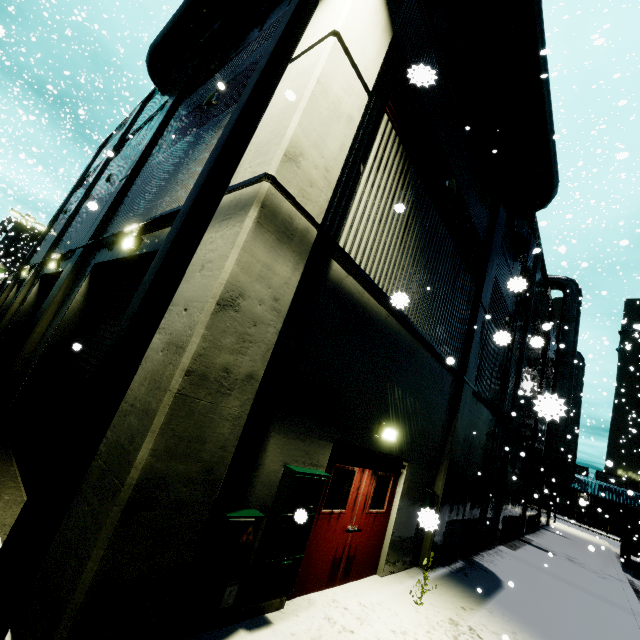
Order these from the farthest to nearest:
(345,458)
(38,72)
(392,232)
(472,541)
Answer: (38,72) < (472,541) < (392,232) < (345,458)

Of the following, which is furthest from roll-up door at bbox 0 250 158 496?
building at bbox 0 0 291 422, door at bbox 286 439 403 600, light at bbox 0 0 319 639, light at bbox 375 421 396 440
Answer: light at bbox 375 421 396 440

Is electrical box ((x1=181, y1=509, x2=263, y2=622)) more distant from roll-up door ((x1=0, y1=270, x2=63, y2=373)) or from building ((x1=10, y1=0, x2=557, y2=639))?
roll-up door ((x1=0, y1=270, x2=63, y2=373))

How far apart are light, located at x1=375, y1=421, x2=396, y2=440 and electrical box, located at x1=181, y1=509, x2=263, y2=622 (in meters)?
1.57

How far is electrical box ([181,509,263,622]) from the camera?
3.34m

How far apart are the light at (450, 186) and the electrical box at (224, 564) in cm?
675

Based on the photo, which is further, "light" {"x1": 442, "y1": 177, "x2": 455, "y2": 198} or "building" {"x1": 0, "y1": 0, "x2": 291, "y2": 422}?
"light" {"x1": 442, "y1": 177, "x2": 455, "y2": 198}

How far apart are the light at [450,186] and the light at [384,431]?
5.6 meters
